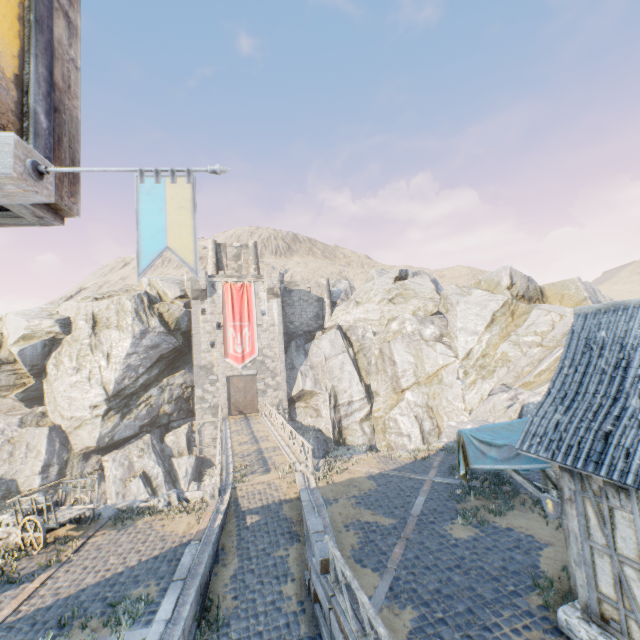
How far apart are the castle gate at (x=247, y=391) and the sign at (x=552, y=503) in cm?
2839

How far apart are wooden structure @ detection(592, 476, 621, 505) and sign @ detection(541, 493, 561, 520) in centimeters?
136cm

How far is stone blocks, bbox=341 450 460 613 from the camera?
7.6 meters

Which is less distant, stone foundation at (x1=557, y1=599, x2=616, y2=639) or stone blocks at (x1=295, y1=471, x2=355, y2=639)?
stone foundation at (x1=557, y1=599, x2=616, y2=639)

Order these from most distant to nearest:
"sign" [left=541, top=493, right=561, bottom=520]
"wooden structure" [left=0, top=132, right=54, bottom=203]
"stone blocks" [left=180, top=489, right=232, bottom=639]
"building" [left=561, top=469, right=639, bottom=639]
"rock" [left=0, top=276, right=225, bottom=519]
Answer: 1. "rock" [left=0, top=276, right=225, bottom=519]
2. "stone blocks" [left=180, top=489, right=232, bottom=639]
3. "sign" [left=541, top=493, right=561, bottom=520]
4. "building" [left=561, top=469, right=639, bottom=639]
5. "wooden structure" [left=0, top=132, right=54, bottom=203]

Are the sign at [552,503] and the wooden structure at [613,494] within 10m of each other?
yes

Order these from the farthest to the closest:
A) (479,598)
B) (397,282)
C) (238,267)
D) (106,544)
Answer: (397,282) < (238,267) < (106,544) < (479,598)

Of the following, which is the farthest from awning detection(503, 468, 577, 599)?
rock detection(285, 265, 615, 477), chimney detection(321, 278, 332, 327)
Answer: chimney detection(321, 278, 332, 327)
